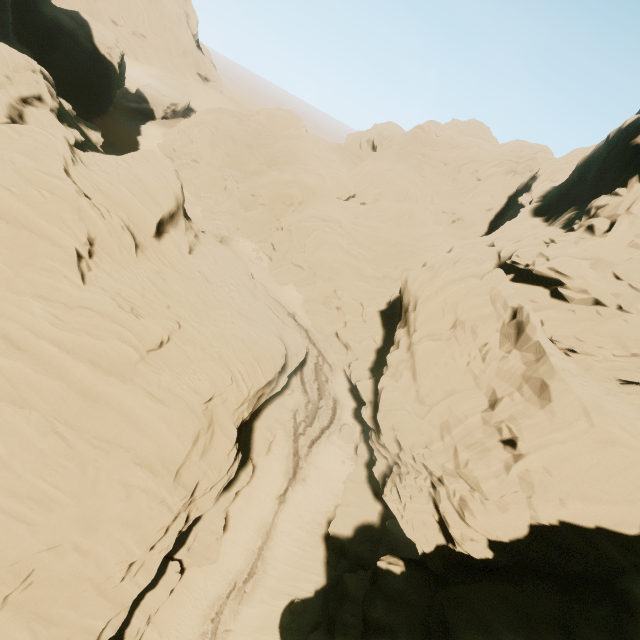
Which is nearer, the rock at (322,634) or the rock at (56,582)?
the rock at (56,582)

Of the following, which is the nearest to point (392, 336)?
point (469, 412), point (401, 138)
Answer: point (469, 412)

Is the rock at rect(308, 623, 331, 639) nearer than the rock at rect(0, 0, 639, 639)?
No

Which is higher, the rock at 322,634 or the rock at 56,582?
the rock at 56,582

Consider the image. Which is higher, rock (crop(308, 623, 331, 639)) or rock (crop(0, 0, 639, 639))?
rock (crop(0, 0, 639, 639))
